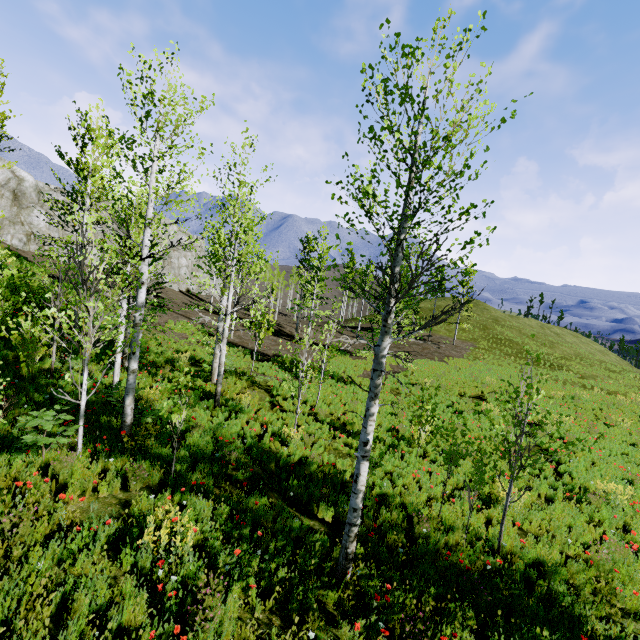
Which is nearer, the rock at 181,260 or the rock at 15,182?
the rock at 15,182

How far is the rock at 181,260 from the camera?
44.9 meters

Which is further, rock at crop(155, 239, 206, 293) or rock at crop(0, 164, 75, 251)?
rock at crop(155, 239, 206, 293)

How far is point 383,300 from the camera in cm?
466

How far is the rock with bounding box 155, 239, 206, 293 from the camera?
44.94m
